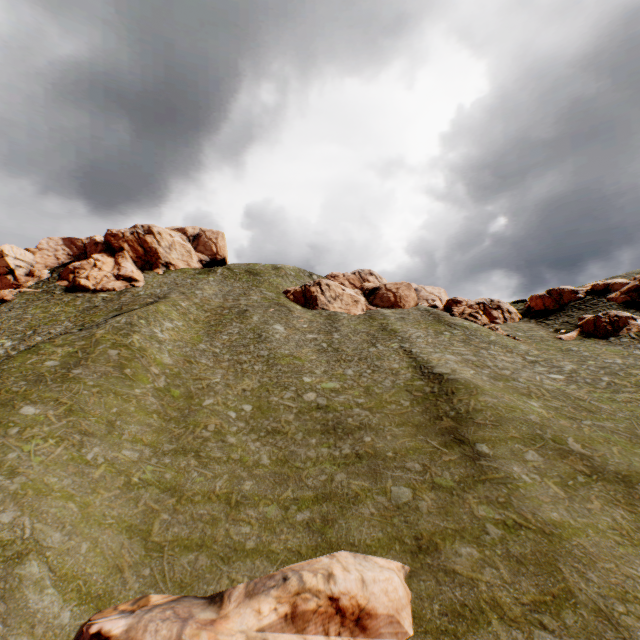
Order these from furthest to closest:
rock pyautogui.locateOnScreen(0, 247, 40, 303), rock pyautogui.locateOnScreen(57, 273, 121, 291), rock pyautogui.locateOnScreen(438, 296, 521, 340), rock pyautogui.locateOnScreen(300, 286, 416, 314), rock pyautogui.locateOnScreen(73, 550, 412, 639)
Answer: rock pyautogui.locateOnScreen(57, 273, 121, 291), rock pyautogui.locateOnScreen(300, 286, 416, 314), rock pyautogui.locateOnScreen(0, 247, 40, 303), rock pyautogui.locateOnScreen(438, 296, 521, 340), rock pyautogui.locateOnScreen(73, 550, 412, 639)

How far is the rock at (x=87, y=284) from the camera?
57.9 meters

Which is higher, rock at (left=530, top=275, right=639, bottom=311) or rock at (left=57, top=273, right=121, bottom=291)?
rock at (left=57, top=273, right=121, bottom=291)

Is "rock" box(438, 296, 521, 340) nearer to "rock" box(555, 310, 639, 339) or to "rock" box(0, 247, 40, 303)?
"rock" box(555, 310, 639, 339)

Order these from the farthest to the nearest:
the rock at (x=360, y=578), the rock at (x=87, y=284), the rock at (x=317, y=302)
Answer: the rock at (x=87, y=284)
the rock at (x=317, y=302)
the rock at (x=360, y=578)

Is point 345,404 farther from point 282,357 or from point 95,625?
point 95,625

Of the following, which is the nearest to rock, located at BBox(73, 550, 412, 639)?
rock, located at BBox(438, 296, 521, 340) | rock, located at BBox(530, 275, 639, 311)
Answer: rock, located at BBox(530, 275, 639, 311)

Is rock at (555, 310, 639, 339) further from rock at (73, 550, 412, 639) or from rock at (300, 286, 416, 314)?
rock at (73, 550, 412, 639)
